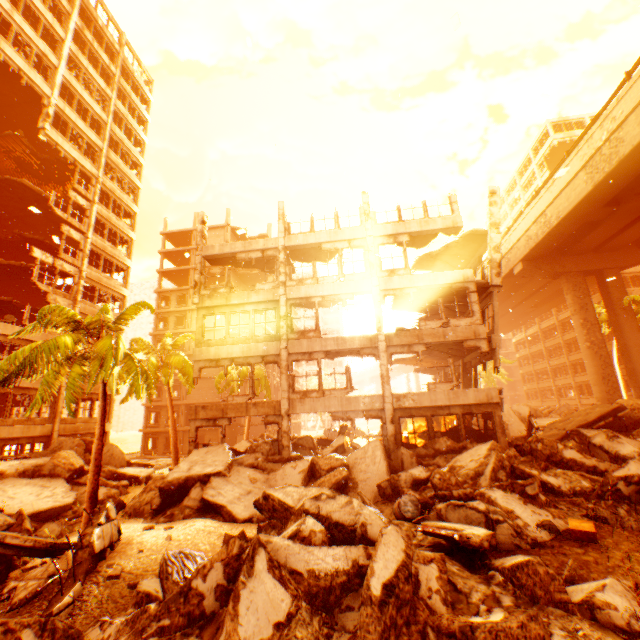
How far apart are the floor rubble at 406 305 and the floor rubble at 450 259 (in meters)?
2.48

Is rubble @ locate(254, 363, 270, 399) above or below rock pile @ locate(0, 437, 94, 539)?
above

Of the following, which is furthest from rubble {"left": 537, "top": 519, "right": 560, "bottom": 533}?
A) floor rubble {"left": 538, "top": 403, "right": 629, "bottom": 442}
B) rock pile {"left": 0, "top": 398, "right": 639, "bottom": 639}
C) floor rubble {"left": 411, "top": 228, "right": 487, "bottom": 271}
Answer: floor rubble {"left": 411, "top": 228, "right": 487, "bottom": 271}

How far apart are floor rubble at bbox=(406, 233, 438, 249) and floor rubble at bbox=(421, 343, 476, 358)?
5.59m

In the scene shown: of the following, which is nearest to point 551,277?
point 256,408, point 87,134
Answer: point 256,408

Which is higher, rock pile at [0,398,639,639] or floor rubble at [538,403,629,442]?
floor rubble at [538,403,629,442]

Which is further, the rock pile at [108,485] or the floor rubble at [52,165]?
the floor rubble at [52,165]

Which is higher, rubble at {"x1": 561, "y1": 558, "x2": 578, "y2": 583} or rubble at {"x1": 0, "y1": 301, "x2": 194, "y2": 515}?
rubble at {"x1": 0, "y1": 301, "x2": 194, "y2": 515}
